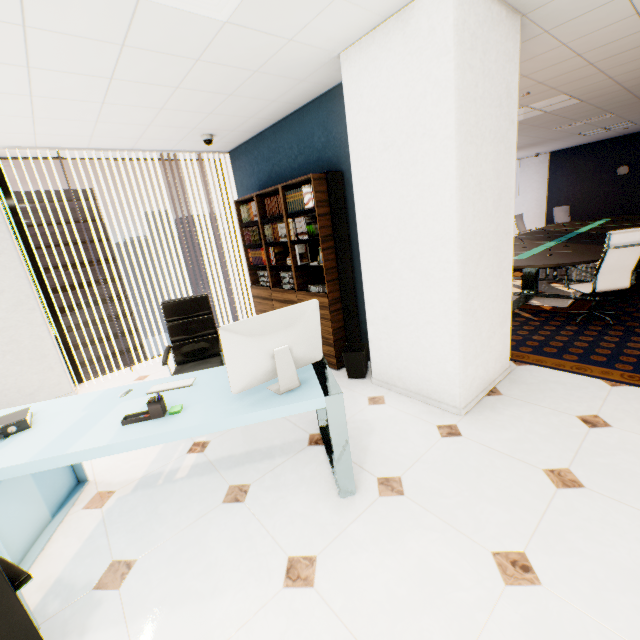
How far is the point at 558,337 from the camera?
3.9m

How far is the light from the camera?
4.8 meters

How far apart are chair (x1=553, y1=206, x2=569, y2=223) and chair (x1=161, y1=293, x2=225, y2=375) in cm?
1093

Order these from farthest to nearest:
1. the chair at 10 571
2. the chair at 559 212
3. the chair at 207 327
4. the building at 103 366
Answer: the building at 103 366 < the chair at 559 212 < the chair at 207 327 < the chair at 10 571

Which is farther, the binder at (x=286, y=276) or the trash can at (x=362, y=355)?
the binder at (x=286, y=276)

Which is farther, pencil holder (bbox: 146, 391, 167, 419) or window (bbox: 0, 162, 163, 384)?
window (bbox: 0, 162, 163, 384)

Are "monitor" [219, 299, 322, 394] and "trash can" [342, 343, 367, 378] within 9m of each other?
yes

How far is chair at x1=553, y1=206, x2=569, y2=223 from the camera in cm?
1009
